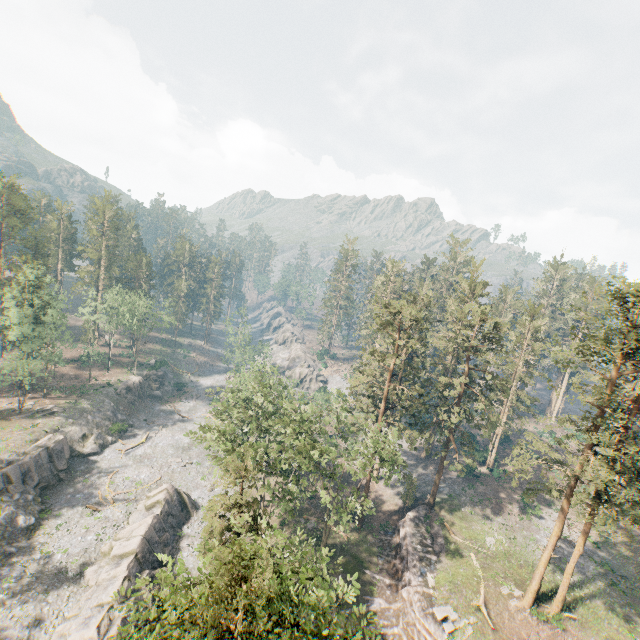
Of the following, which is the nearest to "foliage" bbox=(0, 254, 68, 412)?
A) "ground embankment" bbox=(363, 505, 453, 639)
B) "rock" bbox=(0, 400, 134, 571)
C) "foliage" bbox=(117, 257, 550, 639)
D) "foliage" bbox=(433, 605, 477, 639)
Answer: "rock" bbox=(0, 400, 134, 571)

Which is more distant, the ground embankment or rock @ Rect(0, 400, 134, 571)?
rock @ Rect(0, 400, 134, 571)

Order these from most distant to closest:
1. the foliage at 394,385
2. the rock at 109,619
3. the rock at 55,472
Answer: the rock at 55,472 → the rock at 109,619 → the foliage at 394,385

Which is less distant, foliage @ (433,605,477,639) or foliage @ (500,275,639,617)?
foliage @ (500,275,639,617)

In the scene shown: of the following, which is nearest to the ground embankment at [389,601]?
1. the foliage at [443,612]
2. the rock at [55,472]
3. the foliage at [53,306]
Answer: the foliage at [443,612]

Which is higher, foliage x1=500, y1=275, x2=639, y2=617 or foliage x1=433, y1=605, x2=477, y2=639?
foliage x1=500, y1=275, x2=639, y2=617

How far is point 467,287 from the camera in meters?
51.5
